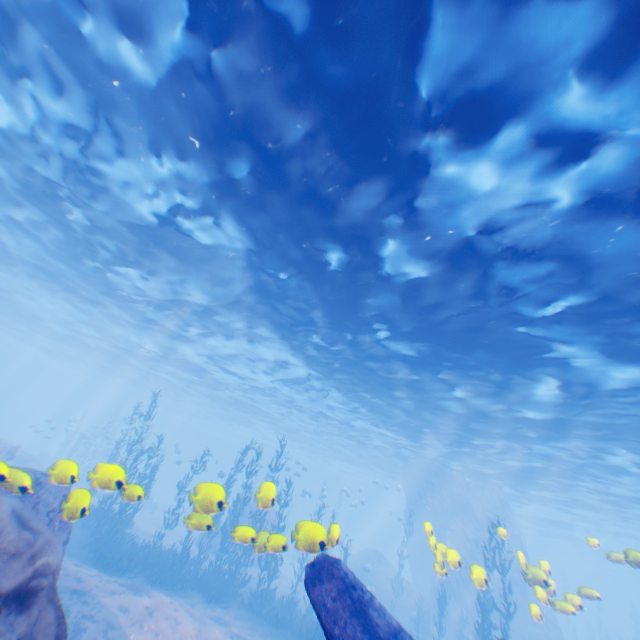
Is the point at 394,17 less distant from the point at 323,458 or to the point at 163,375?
the point at 163,375

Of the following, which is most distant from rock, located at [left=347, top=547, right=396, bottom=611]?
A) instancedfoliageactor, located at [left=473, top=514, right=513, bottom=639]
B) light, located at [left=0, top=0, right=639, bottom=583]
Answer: instancedfoliageactor, located at [left=473, top=514, right=513, bottom=639]

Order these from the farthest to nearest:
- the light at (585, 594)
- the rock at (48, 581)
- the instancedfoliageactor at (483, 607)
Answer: the instancedfoliageactor at (483, 607), the light at (585, 594), the rock at (48, 581)

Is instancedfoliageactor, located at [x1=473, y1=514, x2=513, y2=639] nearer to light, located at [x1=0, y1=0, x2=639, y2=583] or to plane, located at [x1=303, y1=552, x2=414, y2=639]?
light, located at [x1=0, y1=0, x2=639, y2=583]

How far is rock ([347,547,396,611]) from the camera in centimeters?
2630cm

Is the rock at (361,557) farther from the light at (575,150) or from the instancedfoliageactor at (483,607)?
the instancedfoliageactor at (483,607)

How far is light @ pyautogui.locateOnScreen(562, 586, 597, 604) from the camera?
9.4m

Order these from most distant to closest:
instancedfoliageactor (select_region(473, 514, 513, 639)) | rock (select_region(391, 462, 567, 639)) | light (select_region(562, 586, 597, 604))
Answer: rock (select_region(391, 462, 567, 639))
instancedfoliageactor (select_region(473, 514, 513, 639))
light (select_region(562, 586, 597, 604))
